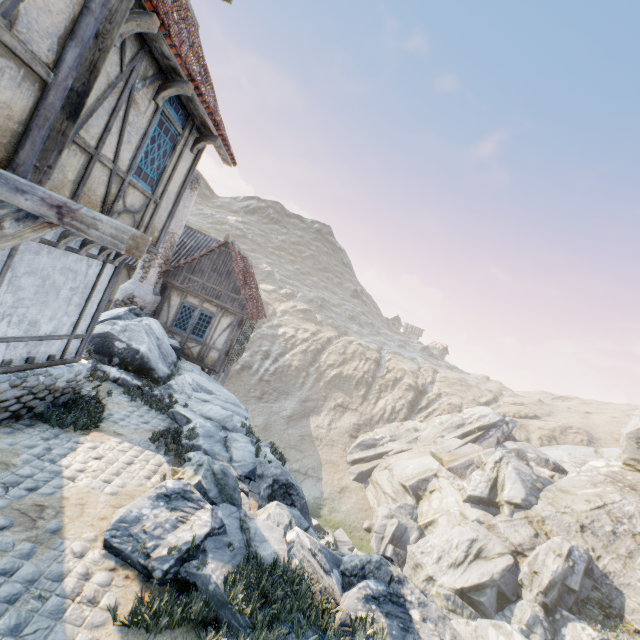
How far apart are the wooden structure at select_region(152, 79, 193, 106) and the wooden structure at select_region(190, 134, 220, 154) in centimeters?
142cm

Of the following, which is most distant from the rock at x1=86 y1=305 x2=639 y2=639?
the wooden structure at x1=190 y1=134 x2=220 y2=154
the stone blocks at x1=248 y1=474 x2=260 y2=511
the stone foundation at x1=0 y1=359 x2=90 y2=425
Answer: the wooden structure at x1=190 y1=134 x2=220 y2=154

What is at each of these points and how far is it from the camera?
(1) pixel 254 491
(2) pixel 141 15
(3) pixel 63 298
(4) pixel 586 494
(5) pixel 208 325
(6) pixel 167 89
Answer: (1) stone blocks, 7.2m
(2) wooden structure, 4.3m
(3) building, 6.2m
(4) rock, 22.3m
(5) building, 15.2m
(6) wooden structure, 5.5m

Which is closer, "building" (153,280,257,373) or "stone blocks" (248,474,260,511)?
"stone blocks" (248,474,260,511)

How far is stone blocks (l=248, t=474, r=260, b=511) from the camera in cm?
671

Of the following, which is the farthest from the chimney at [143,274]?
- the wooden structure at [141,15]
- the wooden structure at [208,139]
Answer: the wooden structure at [141,15]

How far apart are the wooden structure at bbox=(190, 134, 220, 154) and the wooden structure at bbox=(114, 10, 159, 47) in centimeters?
261cm

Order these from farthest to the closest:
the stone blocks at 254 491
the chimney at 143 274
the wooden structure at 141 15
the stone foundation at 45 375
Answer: the chimney at 143 274, the stone blocks at 254 491, the stone foundation at 45 375, the wooden structure at 141 15
